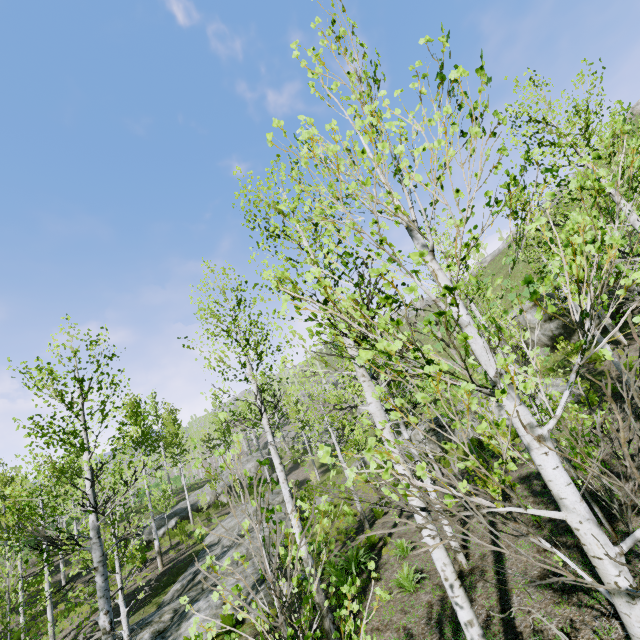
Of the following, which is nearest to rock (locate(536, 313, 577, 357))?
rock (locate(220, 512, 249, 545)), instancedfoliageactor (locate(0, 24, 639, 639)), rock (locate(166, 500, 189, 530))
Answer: instancedfoliageactor (locate(0, 24, 639, 639))

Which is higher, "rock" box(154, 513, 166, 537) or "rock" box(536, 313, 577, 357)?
"rock" box(536, 313, 577, 357)

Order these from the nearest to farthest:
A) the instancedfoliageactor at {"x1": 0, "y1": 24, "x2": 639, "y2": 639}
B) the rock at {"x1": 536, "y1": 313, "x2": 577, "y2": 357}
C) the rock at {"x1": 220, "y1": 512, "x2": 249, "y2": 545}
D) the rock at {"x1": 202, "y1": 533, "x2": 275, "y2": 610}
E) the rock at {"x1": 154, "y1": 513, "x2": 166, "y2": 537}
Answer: the instancedfoliageactor at {"x1": 0, "y1": 24, "x2": 639, "y2": 639} < the rock at {"x1": 202, "y1": 533, "x2": 275, "y2": 610} < the rock at {"x1": 220, "y1": 512, "x2": 249, "y2": 545} < the rock at {"x1": 536, "y1": 313, "x2": 577, "y2": 357} < the rock at {"x1": 154, "y1": 513, "x2": 166, "y2": 537}

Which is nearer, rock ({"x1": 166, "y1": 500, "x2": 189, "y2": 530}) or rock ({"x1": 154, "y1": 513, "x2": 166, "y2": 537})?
rock ({"x1": 154, "y1": 513, "x2": 166, "y2": 537})

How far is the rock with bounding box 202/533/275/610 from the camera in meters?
11.0 m

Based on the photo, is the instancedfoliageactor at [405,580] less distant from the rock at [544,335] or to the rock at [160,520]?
the rock at [160,520]

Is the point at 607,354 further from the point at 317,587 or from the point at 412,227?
the point at 317,587

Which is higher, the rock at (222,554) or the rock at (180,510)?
the rock at (180,510)
